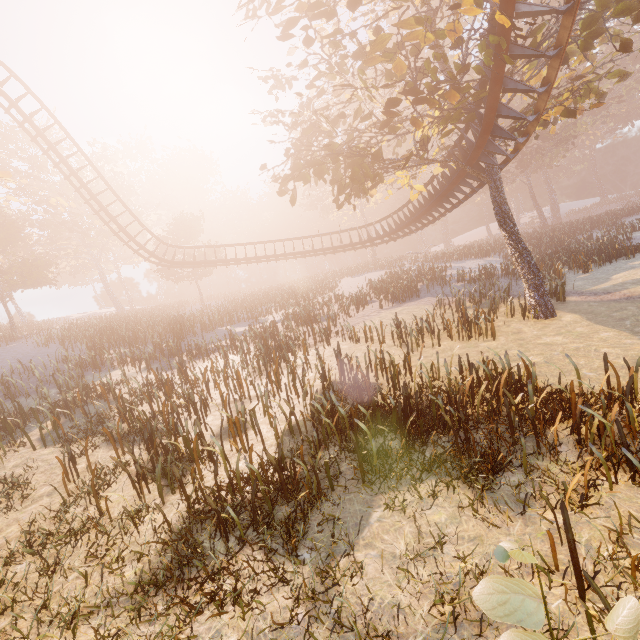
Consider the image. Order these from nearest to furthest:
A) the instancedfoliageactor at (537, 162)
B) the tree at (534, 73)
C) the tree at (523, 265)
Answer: the tree at (523, 265) < the tree at (534, 73) < the instancedfoliageactor at (537, 162)

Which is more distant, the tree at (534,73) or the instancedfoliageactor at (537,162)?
the instancedfoliageactor at (537,162)

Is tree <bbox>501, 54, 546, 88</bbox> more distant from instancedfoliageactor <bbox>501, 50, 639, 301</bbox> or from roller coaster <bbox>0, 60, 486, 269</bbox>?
instancedfoliageactor <bbox>501, 50, 639, 301</bbox>

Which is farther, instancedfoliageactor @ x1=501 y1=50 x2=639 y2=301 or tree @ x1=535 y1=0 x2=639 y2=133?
instancedfoliageactor @ x1=501 y1=50 x2=639 y2=301

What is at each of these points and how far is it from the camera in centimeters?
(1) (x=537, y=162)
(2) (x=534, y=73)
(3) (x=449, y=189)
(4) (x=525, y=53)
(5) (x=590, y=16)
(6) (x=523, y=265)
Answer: (1) instancedfoliageactor, 4547cm
(2) tree, 1573cm
(3) roller coaster, 1594cm
(4) roller coaster, 830cm
(5) tree, 876cm
(6) tree, 1298cm
